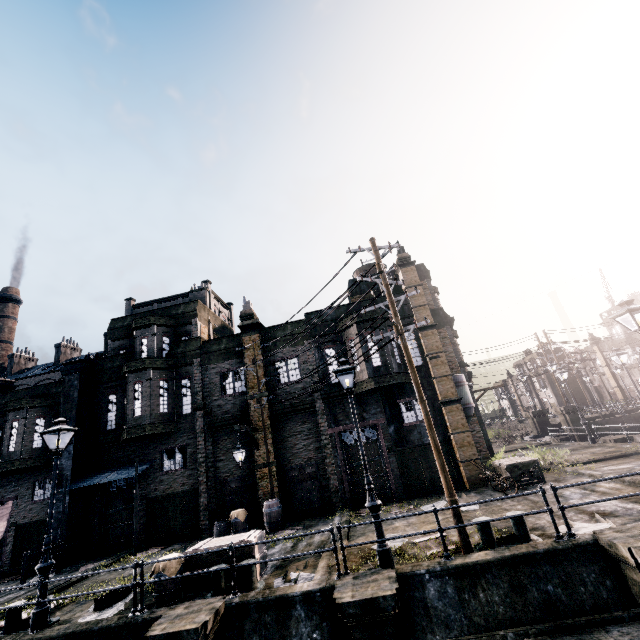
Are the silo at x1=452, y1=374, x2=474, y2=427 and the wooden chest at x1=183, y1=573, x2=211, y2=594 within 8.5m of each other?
no

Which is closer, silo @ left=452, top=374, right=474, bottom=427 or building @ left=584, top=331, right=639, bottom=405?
silo @ left=452, top=374, right=474, bottom=427

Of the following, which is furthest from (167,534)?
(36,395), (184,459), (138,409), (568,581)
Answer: (568,581)

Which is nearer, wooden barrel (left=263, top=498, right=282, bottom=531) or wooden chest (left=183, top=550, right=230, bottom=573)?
wooden chest (left=183, top=550, right=230, bottom=573)

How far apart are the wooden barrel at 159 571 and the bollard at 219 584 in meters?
0.9

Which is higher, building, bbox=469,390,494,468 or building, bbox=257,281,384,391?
building, bbox=257,281,384,391

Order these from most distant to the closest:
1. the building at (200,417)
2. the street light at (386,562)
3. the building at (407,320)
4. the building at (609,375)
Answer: the building at (609,375) → the building at (407,320) → the building at (200,417) → the street light at (386,562)

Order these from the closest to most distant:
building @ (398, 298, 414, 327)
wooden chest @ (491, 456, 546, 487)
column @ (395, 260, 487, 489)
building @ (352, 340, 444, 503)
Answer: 1. wooden chest @ (491, 456, 546, 487)
2. column @ (395, 260, 487, 489)
3. building @ (352, 340, 444, 503)
4. building @ (398, 298, 414, 327)
